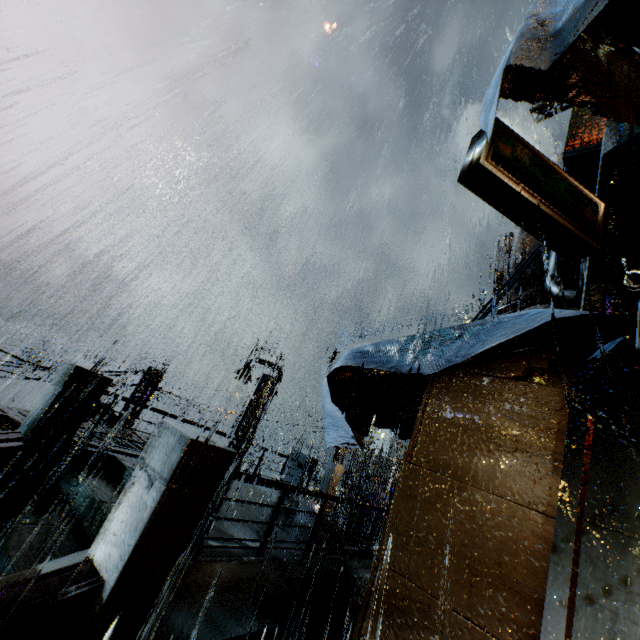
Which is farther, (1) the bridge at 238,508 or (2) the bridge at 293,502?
(2) the bridge at 293,502

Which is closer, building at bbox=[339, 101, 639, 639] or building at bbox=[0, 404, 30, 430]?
building at bbox=[339, 101, 639, 639]

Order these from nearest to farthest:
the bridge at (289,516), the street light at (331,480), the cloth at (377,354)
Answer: the cloth at (377,354), the bridge at (289,516), the street light at (331,480)

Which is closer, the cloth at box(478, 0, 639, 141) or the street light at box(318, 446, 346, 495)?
the cloth at box(478, 0, 639, 141)

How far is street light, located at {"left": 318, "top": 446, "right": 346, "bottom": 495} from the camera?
16.9m

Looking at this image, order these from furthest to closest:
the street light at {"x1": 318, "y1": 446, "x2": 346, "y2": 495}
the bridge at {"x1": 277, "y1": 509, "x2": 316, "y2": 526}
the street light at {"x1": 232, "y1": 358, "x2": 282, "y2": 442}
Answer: the street light at {"x1": 232, "y1": 358, "x2": 282, "y2": 442}, the street light at {"x1": 318, "y1": 446, "x2": 346, "y2": 495}, the bridge at {"x1": 277, "y1": 509, "x2": 316, "y2": 526}

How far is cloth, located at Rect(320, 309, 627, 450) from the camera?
3.0m

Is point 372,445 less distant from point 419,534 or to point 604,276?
point 419,534
